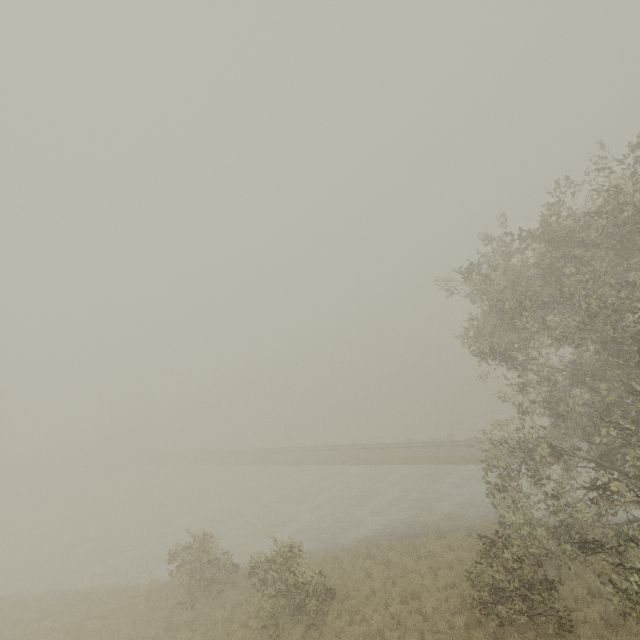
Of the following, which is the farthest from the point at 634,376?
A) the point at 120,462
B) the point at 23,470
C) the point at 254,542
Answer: the point at 23,470
